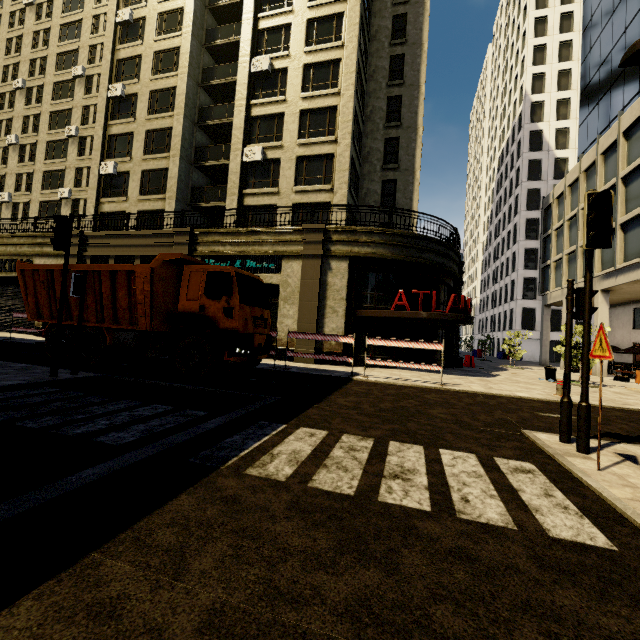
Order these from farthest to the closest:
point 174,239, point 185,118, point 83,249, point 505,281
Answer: point 505,281 < point 185,118 < point 83,249 < point 174,239

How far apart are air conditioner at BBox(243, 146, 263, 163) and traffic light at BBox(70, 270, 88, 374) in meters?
15.0 m

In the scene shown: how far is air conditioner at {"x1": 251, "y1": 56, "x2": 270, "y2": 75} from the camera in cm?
2067

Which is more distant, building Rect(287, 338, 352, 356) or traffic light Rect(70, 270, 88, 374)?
building Rect(287, 338, 352, 356)

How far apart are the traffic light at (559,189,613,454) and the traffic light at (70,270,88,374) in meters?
10.6

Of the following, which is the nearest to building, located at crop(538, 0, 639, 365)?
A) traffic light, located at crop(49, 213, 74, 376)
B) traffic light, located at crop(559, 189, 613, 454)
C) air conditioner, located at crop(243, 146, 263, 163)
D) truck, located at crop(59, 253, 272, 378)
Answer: air conditioner, located at crop(243, 146, 263, 163)

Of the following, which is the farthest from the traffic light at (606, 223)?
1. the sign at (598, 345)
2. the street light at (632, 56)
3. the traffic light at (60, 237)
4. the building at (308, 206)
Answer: the traffic light at (60, 237)

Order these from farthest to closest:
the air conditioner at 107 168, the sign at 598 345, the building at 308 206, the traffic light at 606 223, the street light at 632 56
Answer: the air conditioner at 107 168 → the building at 308 206 → the street light at 632 56 → the traffic light at 606 223 → the sign at 598 345
